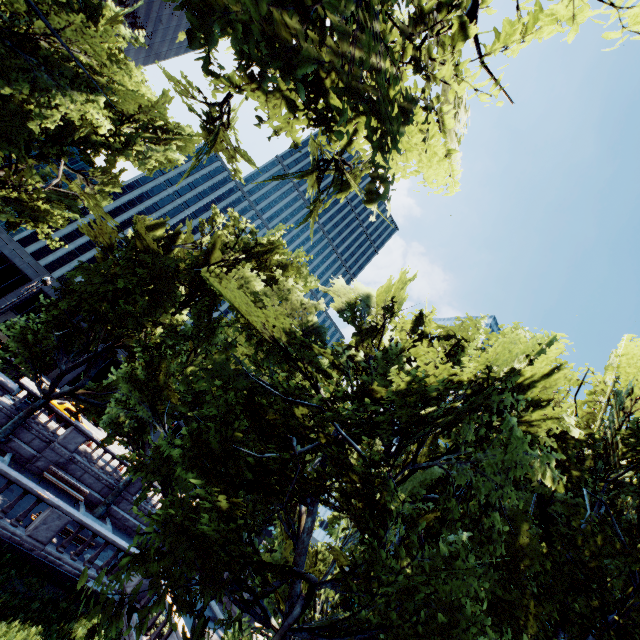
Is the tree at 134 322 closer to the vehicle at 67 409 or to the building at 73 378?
the vehicle at 67 409

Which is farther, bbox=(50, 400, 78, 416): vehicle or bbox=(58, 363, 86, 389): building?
bbox=(58, 363, 86, 389): building

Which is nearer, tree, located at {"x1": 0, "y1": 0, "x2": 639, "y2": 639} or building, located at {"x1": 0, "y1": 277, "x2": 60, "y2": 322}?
tree, located at {"x1": 0, "y1": 0, "x2": 639, "y2": 639}

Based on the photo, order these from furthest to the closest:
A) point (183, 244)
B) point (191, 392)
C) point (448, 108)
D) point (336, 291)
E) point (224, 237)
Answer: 1. point (191, 392)
2. point (183, 244)
3. point (336, 291)
4. point (224, 237)
5. point (448, 108)

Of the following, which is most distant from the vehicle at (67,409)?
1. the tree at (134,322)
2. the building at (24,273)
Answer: the building at (24,273)

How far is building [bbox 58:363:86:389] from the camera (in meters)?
45.66
